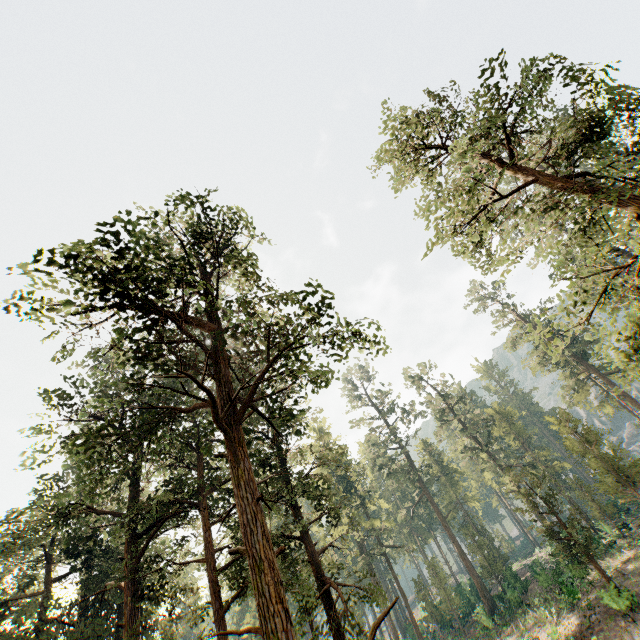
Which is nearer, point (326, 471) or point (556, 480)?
point (326, 471)

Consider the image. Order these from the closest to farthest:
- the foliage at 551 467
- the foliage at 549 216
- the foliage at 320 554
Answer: the foliage at 549 216
the foliage at 320 554
the foliage at 551 467

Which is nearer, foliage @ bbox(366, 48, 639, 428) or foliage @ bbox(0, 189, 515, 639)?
foliage @ bbox(366, 48, 639, 428)

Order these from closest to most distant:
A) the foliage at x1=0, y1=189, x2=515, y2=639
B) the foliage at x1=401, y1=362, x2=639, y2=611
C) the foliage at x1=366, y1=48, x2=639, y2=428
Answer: the foliage at x1=366, y1=48, x2=639, y2=428, the foliage at x1=0, y1=189, x2=515, y2=639, the foliage at x1=401, y1=362, x2=639, y2=611

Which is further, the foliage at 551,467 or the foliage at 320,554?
the foliage at 551,467

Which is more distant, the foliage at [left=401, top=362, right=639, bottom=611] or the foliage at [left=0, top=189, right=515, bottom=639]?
the foliage at [left=401, top=362, right=639, bottom=611]
